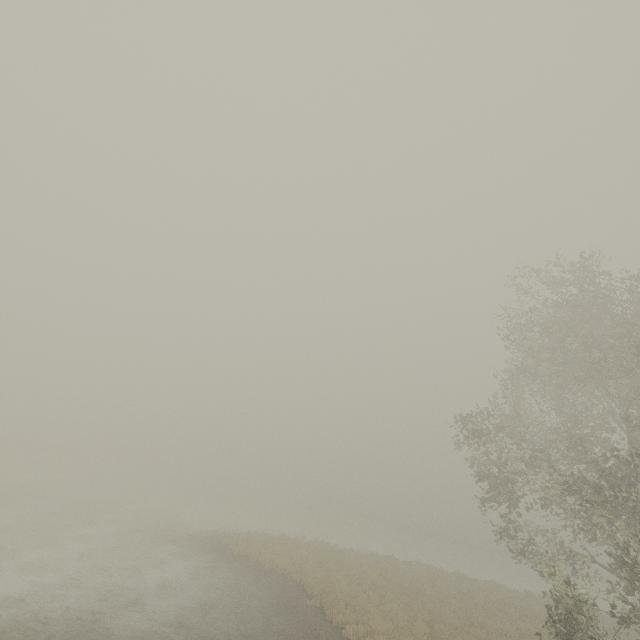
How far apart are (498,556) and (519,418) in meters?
56.6 m
